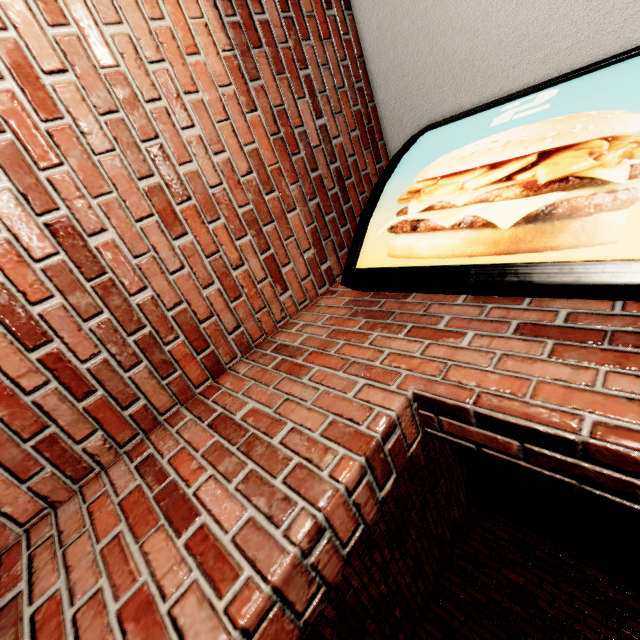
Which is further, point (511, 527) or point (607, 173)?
point (511, 527)
